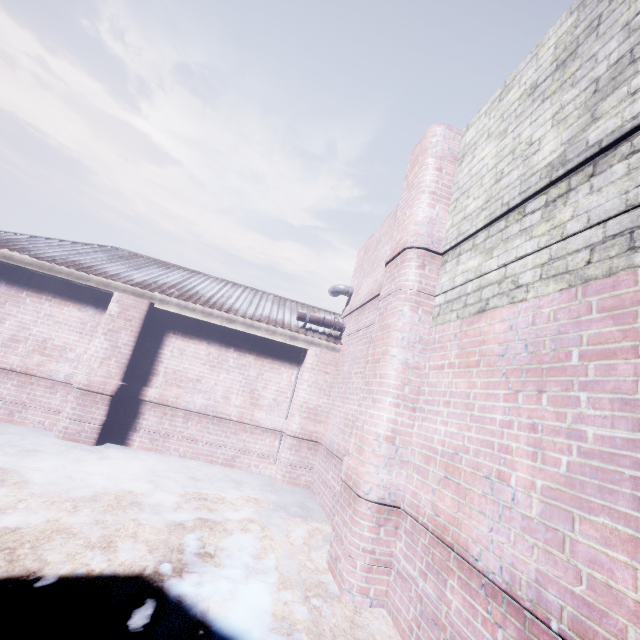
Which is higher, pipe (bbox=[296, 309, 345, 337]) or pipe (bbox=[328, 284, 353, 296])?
pipe (bbox=[328, 284, 353, 296])

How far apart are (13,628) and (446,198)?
4.1m

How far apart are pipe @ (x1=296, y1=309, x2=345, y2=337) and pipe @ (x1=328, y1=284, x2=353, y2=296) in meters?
0.5 m

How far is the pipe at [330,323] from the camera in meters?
5.6

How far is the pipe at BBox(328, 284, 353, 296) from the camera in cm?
581

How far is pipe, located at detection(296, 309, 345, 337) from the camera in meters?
5.6

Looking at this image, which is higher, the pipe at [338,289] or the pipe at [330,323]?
the pipe at [338,289]
